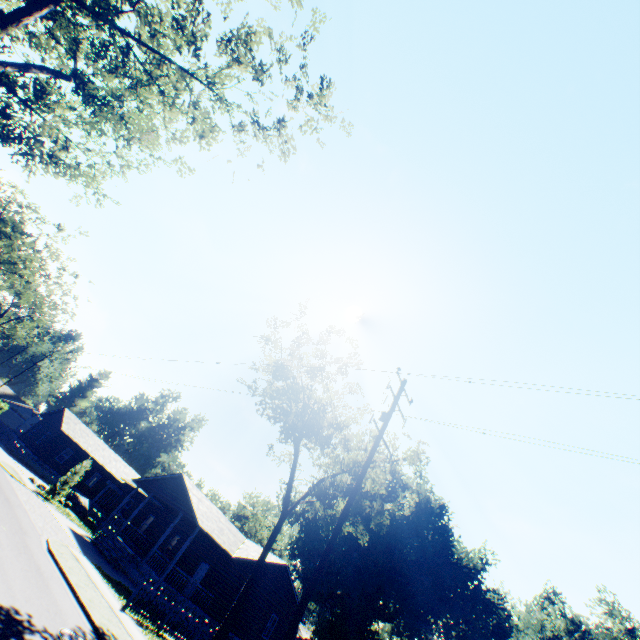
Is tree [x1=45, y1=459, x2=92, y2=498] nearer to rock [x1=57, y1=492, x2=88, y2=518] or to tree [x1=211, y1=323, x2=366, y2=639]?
rock [x1=57, y1=492, x2=88, y2=518]

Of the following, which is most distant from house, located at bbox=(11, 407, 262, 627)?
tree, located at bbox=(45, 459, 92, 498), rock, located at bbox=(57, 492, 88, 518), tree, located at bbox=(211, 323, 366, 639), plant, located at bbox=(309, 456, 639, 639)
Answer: tree, located at bbox=(211, 323, 366, 639)

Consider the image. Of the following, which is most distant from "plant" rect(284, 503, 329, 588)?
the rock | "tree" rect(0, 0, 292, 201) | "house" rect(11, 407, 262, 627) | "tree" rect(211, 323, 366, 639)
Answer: the rock

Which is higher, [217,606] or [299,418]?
[299,418]

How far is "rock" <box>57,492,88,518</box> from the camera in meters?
29.2 m

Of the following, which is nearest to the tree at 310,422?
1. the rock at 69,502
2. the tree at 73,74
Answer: the tree at 73,74

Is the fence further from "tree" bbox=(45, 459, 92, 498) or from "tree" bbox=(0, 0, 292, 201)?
"tree" bbox=(0, 0, 292, 201)

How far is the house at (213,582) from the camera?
22.3 meters
